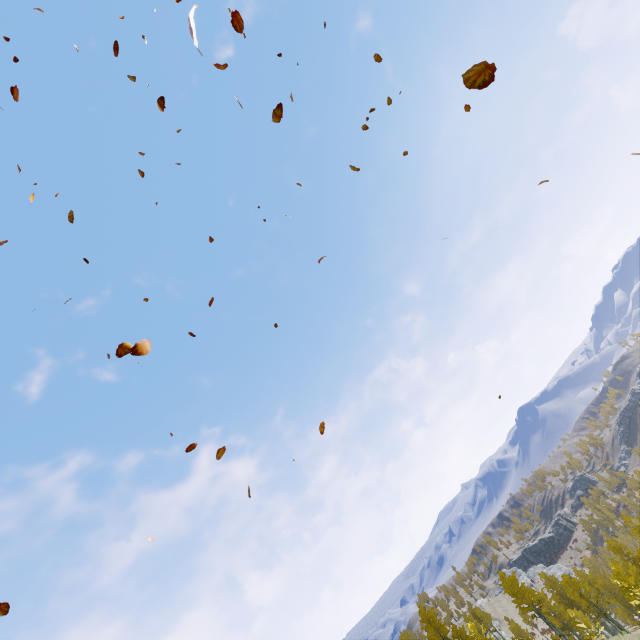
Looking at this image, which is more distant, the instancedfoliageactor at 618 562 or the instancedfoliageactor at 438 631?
the instancedfoliageactor at 618 562

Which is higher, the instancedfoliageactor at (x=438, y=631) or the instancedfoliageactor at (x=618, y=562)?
the instancedfoliageactor at (x=438, y=631)

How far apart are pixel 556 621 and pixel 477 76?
73.6 meters

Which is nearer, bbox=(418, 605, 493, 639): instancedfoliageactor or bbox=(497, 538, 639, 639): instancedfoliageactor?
bbox=(418, 605, 493, 639): instancedfoliageactor

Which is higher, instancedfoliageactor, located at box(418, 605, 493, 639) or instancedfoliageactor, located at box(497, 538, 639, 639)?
instancedfoliageactor, located at box(418, 605, 493, 639)
